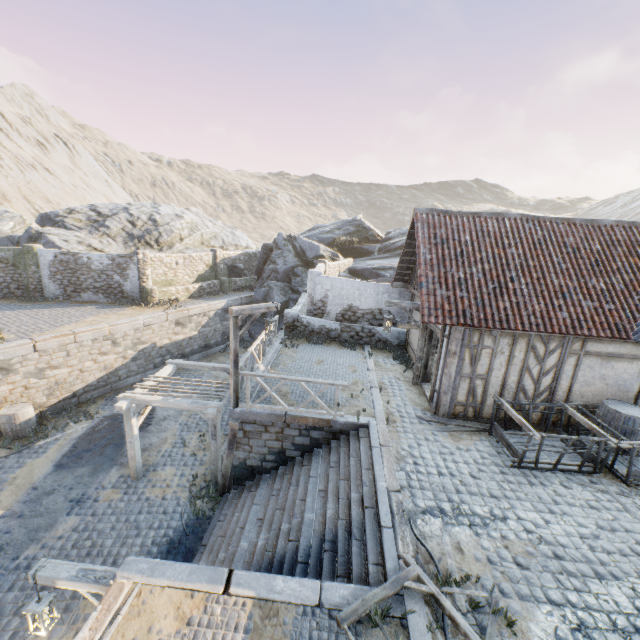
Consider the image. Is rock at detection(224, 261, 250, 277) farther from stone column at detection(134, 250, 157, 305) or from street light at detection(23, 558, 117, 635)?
street light at detection(23, 558, 117, 635)

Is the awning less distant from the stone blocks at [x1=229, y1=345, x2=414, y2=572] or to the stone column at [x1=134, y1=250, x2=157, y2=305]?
the stone blocks at [x1=229, y1=345, x2=414, y2=572]

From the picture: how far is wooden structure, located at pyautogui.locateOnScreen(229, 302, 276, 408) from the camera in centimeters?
861cm

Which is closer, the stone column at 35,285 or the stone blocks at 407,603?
the stone blocks at 407,603

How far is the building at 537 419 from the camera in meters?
9.2

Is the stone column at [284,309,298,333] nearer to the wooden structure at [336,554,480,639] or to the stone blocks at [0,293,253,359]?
the stone blocks at [0,293,253,359]

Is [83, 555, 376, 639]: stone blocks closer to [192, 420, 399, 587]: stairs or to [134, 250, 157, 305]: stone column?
[192, 420, 399, 587]: stairs

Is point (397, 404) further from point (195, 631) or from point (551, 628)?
point (195, 631)
